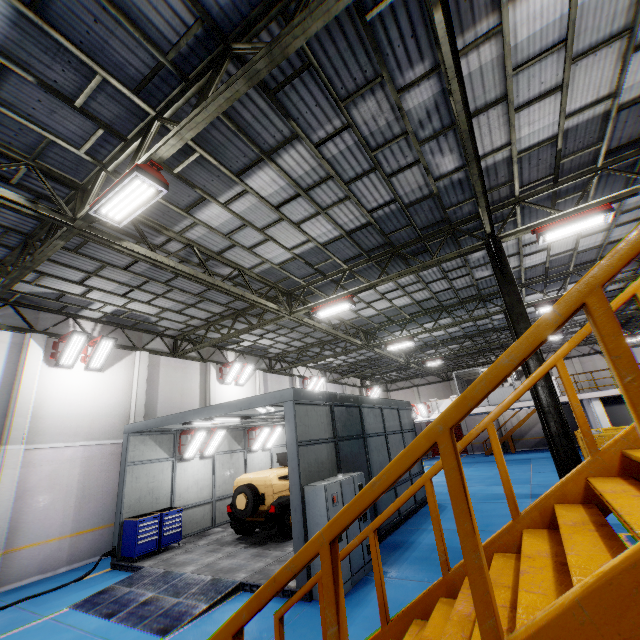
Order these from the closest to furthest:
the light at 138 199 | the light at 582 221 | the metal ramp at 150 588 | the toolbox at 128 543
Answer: the light at 138 199 → the metal ramp at 150 588 → the light at 582 221 → the toolbox at 128 543

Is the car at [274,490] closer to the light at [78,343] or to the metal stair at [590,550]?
the metal stair at [590,550]

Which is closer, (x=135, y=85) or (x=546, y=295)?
(x=135, y=85)

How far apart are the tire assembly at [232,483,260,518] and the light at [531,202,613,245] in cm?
1166

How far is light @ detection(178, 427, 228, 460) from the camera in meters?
13.2

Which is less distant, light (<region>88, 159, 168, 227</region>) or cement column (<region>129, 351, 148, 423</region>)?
light (<region>88, 159, 168, 227</region>)

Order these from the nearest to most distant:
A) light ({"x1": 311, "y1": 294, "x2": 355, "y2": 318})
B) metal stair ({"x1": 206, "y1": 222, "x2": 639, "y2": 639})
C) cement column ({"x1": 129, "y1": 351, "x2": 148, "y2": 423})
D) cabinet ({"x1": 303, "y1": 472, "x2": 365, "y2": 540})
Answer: metal stair ({"x1": 206, "y1": 222, "x2": 639, "y2": 639}), cabinet ({"x1": 303, "y1": 472, "x2": 365, "y2": 540}), light ({"x1": 311, "y1": 294, "x2": 355, "y2": 318}), cement column ({"x1": 129, "y1": 351, "x2": 148, "y2": 423})

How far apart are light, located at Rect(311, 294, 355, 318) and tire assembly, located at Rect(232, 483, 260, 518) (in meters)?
6.36
